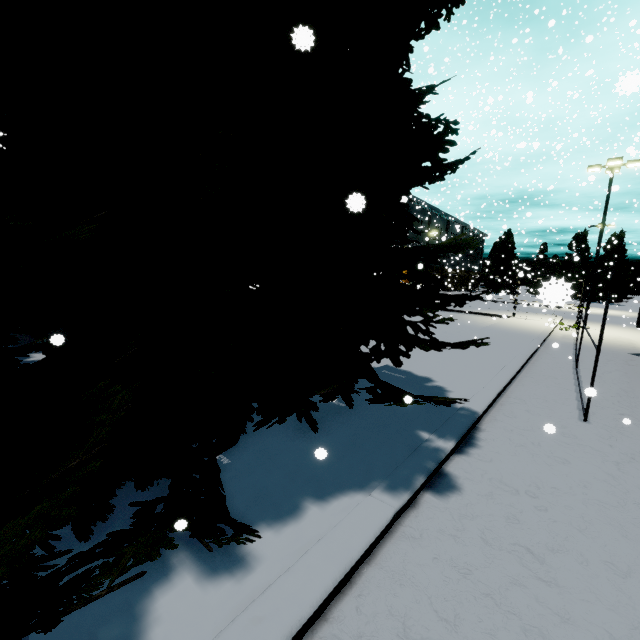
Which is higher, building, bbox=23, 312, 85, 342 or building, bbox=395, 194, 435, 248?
building, bbox=395, 194, 435, 248

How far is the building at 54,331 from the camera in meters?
8.5 m

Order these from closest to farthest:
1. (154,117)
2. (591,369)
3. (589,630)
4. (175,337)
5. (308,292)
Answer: (589,630) → (154,117) → (175,337) → (308,292) → (591,369)

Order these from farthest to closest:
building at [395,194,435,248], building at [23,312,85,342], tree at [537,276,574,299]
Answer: building at [395,194,435,248] → building at [23,312,85,342] → tree at [537,276,574,299]

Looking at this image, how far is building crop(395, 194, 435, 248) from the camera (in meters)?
49.41

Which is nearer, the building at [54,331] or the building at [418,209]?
the building at [54,331]

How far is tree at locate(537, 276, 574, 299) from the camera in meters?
1.4
